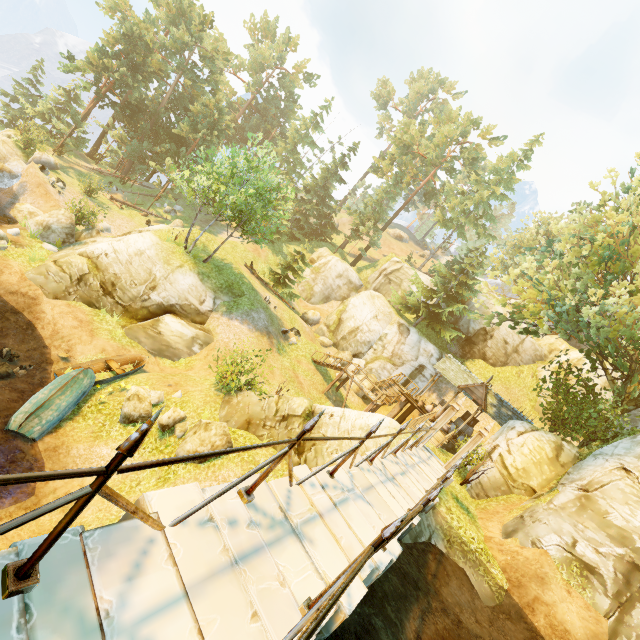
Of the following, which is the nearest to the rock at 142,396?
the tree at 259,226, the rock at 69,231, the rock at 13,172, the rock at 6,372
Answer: the rock at 6,372

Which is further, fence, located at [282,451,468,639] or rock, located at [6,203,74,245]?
rock, located at [6,203,74,245]

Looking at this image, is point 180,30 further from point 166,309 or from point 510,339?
point 510,339

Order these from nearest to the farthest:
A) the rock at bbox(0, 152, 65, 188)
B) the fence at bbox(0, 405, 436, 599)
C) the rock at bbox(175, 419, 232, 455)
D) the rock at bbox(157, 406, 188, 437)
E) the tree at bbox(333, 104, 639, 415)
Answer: the fence at bbox(0, 405, 436, 599) → the rock at bbox(175, 419, 232, 455) → the rock at bbox(157, 406, 188, 437) → the tree at bbox(333, 104, 639, 415) → the rock at bbox(0, 152, 65, 188)

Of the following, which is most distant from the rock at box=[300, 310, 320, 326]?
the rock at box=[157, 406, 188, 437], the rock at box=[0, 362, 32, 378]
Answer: the rock at box=[0, 362, 32, 378]

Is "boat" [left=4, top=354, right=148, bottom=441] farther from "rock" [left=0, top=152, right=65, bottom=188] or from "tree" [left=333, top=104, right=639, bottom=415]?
"rock" [left=0, top=152, right=65, bottom=188]

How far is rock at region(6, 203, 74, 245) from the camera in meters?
20.9

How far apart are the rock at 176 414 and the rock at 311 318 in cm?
2189
